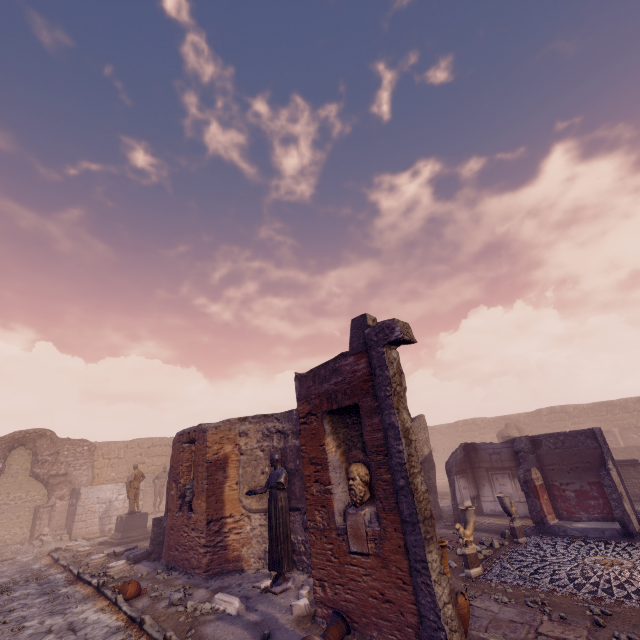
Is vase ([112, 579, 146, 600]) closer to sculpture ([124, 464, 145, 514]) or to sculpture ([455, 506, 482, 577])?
sculpture ([455, 506, 482, 577])

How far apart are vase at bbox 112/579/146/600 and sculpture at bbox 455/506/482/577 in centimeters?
778cm

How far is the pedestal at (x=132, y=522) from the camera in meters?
14.4 m

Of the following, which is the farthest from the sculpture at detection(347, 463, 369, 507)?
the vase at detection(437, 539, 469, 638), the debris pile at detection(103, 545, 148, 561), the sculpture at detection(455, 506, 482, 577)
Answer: the debris pile at detection(103, 545, 148, 561)

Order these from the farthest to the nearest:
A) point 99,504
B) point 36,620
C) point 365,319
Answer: point 99,504
point 36,620
point 365,319

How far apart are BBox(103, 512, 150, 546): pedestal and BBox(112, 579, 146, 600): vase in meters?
7.9

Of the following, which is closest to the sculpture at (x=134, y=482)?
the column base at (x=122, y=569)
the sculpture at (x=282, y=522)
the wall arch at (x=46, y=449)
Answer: the column base at (x=122, y=569)

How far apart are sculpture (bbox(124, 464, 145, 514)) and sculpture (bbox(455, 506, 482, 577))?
14.86m
